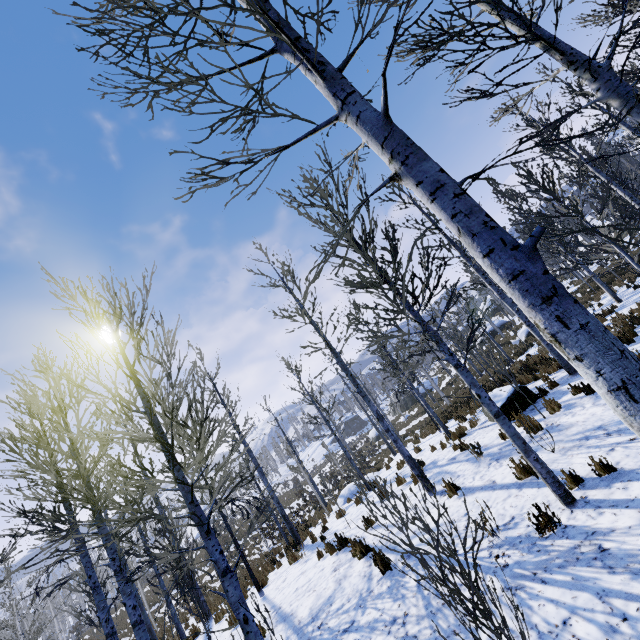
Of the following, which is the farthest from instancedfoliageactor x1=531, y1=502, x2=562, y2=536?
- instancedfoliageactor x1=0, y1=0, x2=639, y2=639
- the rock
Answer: instancedfoliageactor x1=0, y1=0, x2=639, y2=639

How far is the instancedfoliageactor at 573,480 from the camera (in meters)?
4.86

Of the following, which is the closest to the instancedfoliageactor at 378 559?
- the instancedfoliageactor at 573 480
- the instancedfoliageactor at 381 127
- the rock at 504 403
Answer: the rock at 504 403

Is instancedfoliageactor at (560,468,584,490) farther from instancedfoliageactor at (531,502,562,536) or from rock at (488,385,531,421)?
instancedfoliageactor at (531,502,562,536)

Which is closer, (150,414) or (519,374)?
(150,414)

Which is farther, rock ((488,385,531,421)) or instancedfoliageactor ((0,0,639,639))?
rock ((488,385,531,421))

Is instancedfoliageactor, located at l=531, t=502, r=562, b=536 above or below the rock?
below
